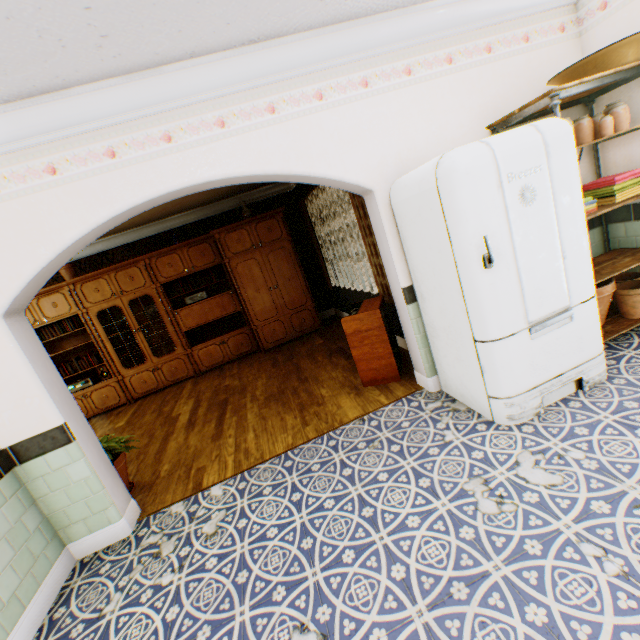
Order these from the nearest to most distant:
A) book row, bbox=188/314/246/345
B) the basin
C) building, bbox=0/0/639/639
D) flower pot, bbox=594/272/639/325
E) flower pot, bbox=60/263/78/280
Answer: building, bbox=0/0/639/639 → the basin → flower pot, bbox=594/272/639/325 → flower pot, bbox=60/263/78/280 → book row, bbox=188/314/246/345

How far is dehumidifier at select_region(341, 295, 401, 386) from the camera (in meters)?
3.54

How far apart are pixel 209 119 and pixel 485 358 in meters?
2.7 m

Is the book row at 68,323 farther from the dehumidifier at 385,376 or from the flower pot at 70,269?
the dehumidifier at 385,376

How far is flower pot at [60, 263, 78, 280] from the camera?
5.9m

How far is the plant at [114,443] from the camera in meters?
3.2

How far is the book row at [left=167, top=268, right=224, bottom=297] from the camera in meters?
6.4 m

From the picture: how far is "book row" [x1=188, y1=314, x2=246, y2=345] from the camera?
6.7m
